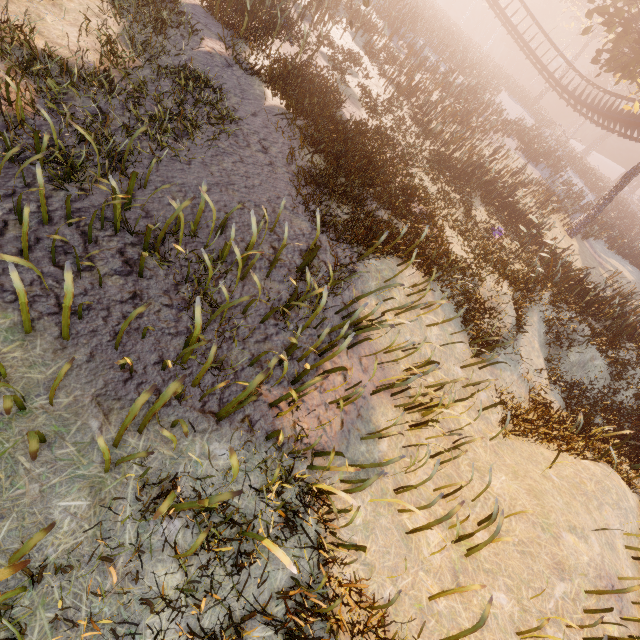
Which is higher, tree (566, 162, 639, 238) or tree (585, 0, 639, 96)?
tree (585, 0, 639, 96)

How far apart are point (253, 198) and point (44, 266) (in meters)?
3.90

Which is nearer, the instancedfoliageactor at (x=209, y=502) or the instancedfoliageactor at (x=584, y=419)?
the instancedfoliageactor at (x=209, y=502)

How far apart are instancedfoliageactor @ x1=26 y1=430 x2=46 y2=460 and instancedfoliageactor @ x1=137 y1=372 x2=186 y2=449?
0.5 meters

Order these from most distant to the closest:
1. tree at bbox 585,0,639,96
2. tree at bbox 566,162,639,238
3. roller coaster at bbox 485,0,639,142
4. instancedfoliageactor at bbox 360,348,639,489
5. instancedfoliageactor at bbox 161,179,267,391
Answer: roller coaster at bbox 485,0,639,142, tree at bbox 566,162,639,238, tree at bbox 585,0,639,96, instancedfoliageactor at bbox 360,348,639,489, instancedfoliageactor at bbox 161,179,267,391

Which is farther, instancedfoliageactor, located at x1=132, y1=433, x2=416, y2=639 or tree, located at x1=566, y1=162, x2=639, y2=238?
tree, located at x1=566, y1=162, x2=639, y2=238

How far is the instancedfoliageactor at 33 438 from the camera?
2.32m
